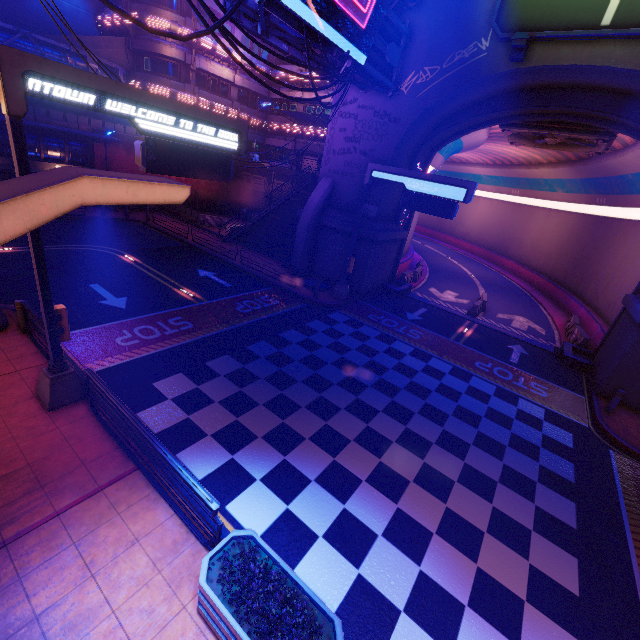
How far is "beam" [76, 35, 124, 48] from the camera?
25.73m

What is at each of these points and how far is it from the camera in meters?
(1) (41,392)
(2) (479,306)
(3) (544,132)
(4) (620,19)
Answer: (1) sign, 7.9
(2) fence, 21.3
(3) vent, 17.8
(4) sign, 11.1

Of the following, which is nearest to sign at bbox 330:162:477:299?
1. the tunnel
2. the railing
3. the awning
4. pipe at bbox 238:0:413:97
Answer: pipe at bbox 238:0:413:97

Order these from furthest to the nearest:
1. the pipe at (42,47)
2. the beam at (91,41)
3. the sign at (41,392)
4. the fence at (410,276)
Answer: the beam at (91,41) < the fence at (410,276) < the pipe at (42,47) < the sign at (41,392)

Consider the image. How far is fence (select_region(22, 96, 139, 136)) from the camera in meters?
22.3 m

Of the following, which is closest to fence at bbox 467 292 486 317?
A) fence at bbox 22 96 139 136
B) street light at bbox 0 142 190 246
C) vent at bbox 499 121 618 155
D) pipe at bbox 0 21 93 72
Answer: vent at bbox 499 121 618 155

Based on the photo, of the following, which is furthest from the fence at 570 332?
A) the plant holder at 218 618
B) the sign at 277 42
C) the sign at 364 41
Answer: the plant holder at 218 618

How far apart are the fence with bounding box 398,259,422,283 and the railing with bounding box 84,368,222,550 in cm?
2248
